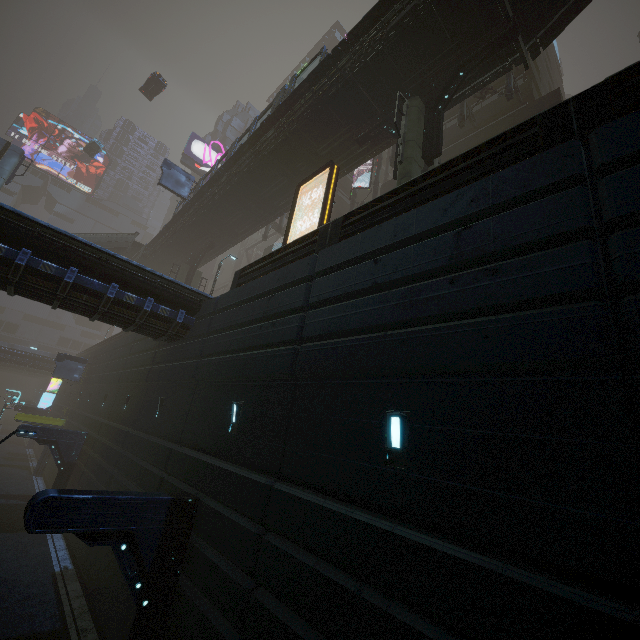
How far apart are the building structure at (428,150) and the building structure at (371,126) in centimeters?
68cm

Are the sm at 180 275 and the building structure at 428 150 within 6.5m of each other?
no

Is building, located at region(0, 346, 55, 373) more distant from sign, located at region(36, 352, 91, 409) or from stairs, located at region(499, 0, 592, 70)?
stairs, located at region(499, 0, 592, 70)

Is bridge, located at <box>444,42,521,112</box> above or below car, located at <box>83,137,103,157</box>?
below

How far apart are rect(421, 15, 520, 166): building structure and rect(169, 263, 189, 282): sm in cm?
2574

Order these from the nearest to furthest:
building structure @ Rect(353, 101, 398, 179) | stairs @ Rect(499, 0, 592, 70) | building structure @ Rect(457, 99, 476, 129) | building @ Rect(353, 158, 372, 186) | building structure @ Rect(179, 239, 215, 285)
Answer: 1. stairs @ Rect(499, 0, 592, 70)
2. building structure @ Rect(353, 101, 398, 179)
3. building structure @ Rect(457, 99, 476, 129)
4. building @ Rect(353, 158, 372, 186)
5. building structure @ Rect(179, 239, 215, 285)

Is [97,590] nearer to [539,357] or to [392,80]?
[539,357]

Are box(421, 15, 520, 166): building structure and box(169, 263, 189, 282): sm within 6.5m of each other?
no
